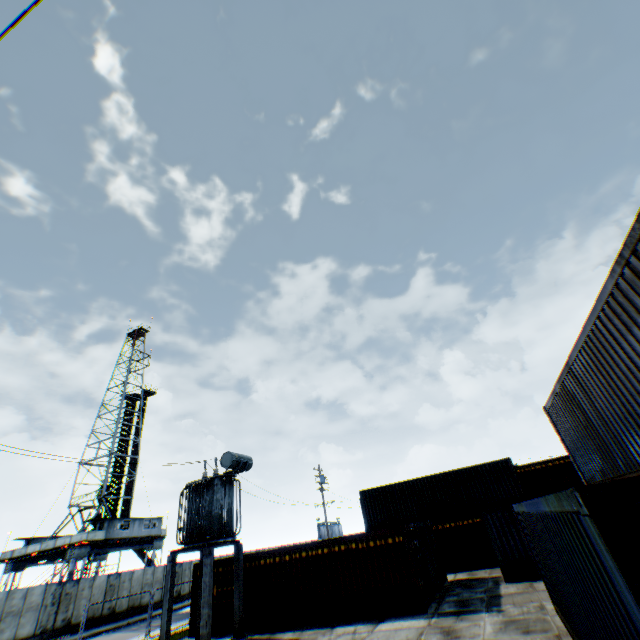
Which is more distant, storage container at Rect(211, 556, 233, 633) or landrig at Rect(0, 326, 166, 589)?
landrig at Rect(0, 326, 166, 589)

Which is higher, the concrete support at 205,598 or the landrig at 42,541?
the landrig at 42,541

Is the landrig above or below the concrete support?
above

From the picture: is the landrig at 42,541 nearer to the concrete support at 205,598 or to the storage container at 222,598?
the storage container at 222,598

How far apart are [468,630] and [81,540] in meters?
36.1

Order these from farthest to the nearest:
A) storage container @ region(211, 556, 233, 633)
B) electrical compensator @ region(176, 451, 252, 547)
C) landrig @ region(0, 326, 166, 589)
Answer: landrig @ region(0, 326, 166, 589), storage container @ region(211, 556, 233, 633), electrical compensator @ region(176, 451, 252, 547)

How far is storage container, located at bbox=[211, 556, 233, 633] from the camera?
15.8m

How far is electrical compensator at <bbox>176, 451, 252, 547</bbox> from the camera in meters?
15.1
